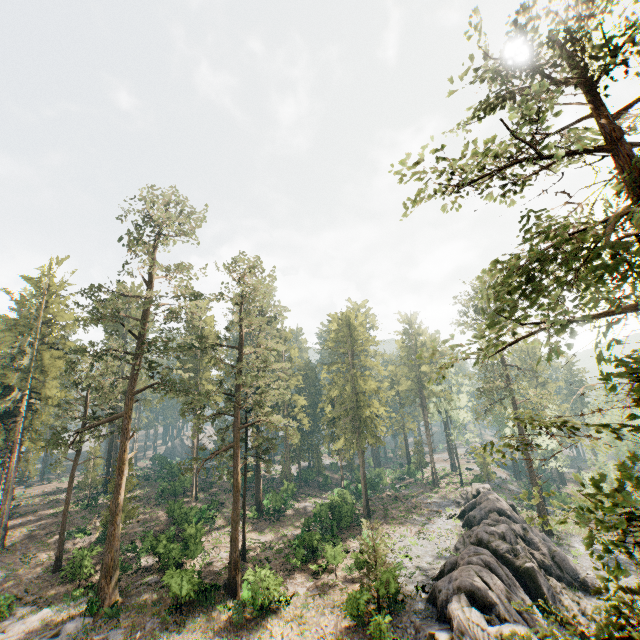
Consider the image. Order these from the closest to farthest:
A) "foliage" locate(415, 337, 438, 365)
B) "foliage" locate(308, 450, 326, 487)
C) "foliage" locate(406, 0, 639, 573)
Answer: "foliage" locate(406, 0, 639, 573) < "foliage" locate(415, 337, 438, 365) < "foliage" locate(308, 450, 326, 487)

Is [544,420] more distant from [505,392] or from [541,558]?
[505,392]

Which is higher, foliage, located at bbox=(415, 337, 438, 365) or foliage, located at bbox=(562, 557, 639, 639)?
foliage, located at bbox=(415, 337, 438, 365)

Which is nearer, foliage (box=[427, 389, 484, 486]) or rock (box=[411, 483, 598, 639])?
rock (box=[411, 483, 598, 639])

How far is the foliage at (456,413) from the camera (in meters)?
48.69

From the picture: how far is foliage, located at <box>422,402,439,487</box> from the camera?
56.62m

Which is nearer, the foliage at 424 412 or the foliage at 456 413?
the foliage at 456 413
